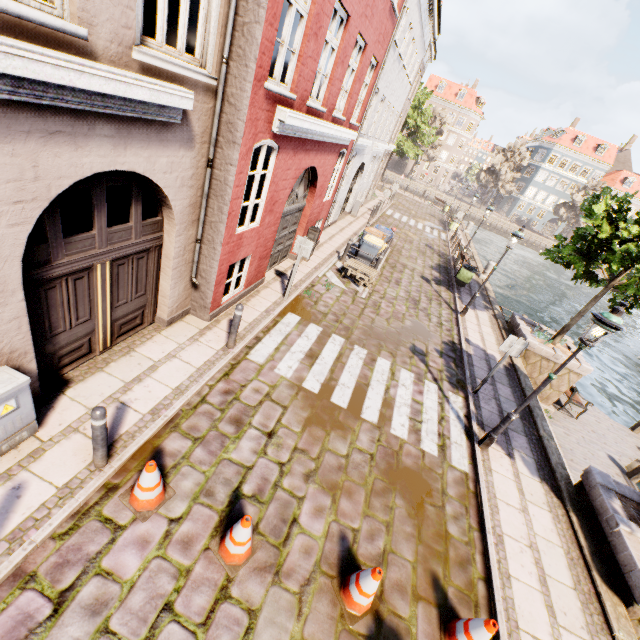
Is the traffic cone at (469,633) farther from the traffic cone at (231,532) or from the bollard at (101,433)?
the bollard at (101,433)

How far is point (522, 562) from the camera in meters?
5.2 m

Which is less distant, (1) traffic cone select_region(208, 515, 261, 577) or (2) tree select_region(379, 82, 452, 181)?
(1) traffic cone select_region(208, 515, 261, 577)

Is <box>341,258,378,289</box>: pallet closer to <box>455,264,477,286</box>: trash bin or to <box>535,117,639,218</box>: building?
<box>455,264,477,286</box>: trash bin

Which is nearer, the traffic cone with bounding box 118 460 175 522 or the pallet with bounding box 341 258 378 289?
the traffic cone with bounding box 118 460 175 522

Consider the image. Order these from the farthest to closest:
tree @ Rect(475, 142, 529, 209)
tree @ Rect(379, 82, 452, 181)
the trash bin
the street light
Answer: tree @ Rect(475, 142, 529, 209), tree @ Rect(379, 82, 452, 181), the trash bin, the street light

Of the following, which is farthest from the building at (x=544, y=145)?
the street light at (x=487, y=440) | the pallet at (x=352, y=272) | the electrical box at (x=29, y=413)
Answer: the electrical box at (x=29, y=413)

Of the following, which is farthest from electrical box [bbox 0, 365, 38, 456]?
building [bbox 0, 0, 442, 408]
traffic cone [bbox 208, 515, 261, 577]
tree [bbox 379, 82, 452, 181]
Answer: tree [bbox 379, 82, 452, 181]
